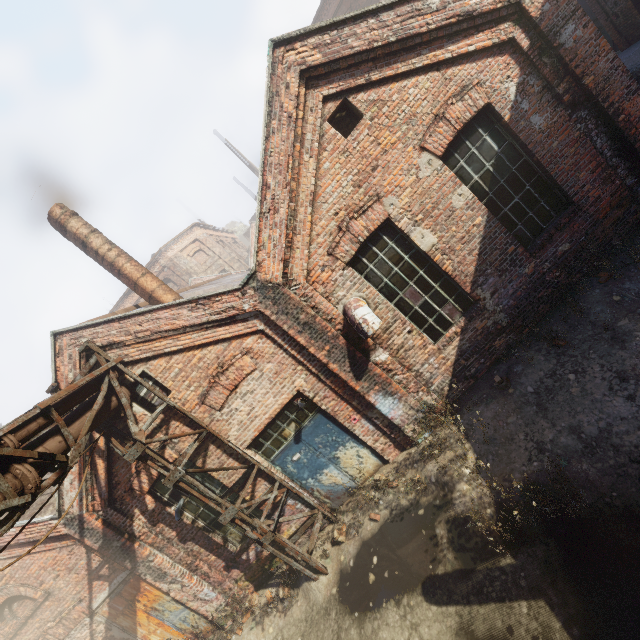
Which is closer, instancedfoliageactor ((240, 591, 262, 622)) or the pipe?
the pipe

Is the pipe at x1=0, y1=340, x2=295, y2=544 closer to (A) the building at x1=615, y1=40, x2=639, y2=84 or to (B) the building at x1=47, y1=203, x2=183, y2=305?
(B) the building at x1=47, y1=203, x2=183, y2=305

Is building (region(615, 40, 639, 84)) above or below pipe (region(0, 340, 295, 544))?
below

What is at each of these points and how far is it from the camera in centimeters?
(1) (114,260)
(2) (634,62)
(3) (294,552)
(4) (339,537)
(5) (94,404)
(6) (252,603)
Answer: (1) building, 848cm
(2) building, 975cm
(3) scaffolding, 673cm
(4) instancedfoliageactor, 708cm
(5) pipe, 570cm
(6) instancedfoliageactor, 771cm

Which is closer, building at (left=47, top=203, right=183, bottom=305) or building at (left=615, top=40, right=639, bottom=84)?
building at (left=47, top=203, right=183, bottom=305)

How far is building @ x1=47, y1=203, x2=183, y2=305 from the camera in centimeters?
→ 820cm

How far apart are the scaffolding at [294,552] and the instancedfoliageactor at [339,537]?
0.27m

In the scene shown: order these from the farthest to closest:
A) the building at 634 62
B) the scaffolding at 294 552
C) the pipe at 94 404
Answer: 1. the building at 634 62
2. the scaffolding at 294 552
3. the pipe at 94 404
